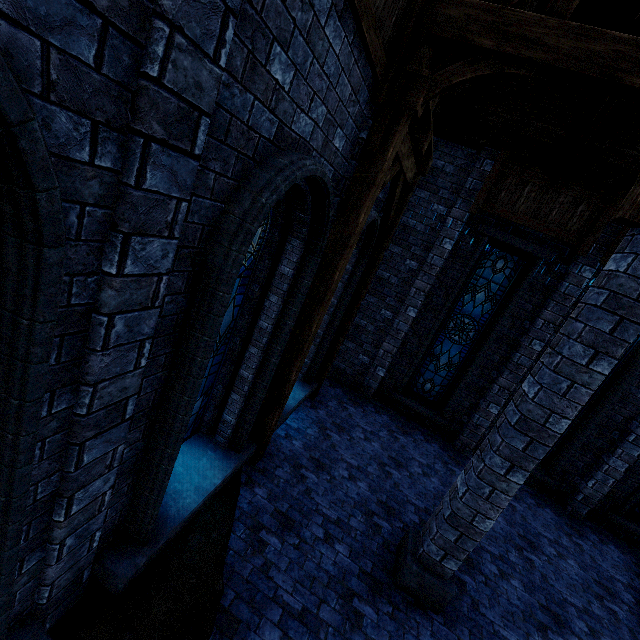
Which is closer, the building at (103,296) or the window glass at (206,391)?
the building at (103,296)

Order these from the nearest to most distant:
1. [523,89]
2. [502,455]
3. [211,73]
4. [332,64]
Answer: [211,73]
[332,64]
[502,455]
[523,89]

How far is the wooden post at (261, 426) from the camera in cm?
519

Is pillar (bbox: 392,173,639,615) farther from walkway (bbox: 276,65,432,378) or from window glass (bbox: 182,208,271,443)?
window glass (bbox: 182,208,271,443)

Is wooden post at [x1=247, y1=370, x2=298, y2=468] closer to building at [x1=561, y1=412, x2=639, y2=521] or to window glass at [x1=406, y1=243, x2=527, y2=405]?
building at [x1=561, y1=412, x2=639, y2=521]

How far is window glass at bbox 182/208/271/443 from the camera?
3.8m

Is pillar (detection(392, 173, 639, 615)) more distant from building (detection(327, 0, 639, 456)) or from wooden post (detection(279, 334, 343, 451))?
wooden post (detection(279, 334, 343, 451))

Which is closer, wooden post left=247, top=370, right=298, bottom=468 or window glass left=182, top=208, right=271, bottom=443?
window glass left=182, top=208, right=271, bottom=443
